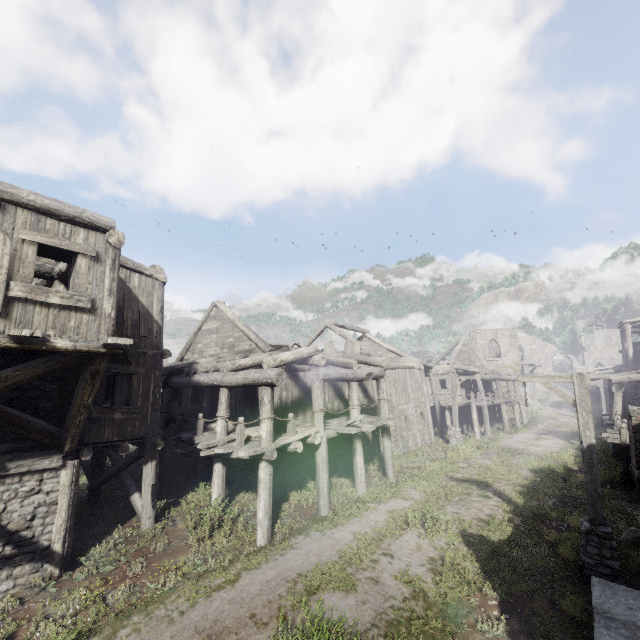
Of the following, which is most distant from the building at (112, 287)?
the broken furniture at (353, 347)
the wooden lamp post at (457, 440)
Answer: the wooden lamp post at (457, 440)

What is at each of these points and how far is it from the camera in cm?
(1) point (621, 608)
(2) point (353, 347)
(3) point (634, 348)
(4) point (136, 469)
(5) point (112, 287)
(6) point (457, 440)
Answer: (1) building, 566
(2) broken furniture, 1830
(3) building, 3544
(4) building base, 1833
(5) building, 766
(6) wooden lamp post, 2130

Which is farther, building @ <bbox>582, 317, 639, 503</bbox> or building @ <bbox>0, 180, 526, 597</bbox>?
building @ <bbox>582, 317, 639, 503</bbox>

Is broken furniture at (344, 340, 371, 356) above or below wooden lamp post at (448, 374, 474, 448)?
above

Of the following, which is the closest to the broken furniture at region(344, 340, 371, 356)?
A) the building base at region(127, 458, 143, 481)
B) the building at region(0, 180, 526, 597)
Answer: the building at region(0, 180, 526, 597)

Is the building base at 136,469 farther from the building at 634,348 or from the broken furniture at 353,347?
the broken furniture at 353,347

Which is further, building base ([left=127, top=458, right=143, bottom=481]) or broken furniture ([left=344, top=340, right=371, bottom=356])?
broken furniture ([left=344, top=340, right=371, bottom=356])

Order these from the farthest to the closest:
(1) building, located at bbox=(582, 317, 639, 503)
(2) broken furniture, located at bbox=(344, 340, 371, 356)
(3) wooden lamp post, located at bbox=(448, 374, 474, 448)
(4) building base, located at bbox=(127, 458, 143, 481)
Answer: (3) wooden lamp post, located at bbox=(448, 374, 474, 448) < (2) broken furniture, located at bbox=(344, 340, 371, 356) < (4) building base, located at bbox=(127, 458, 143, 481) < (1) building, located at bbox=(582, 317, 639, 503)
